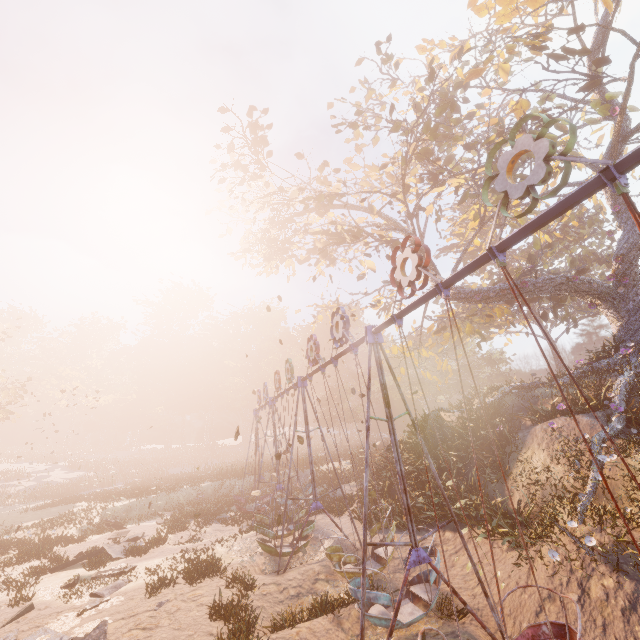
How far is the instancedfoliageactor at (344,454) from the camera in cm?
3348

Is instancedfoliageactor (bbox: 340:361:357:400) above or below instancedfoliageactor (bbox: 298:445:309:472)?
above

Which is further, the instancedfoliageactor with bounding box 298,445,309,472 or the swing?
the instancedfoliageactor with bounding box 298,445,309,472

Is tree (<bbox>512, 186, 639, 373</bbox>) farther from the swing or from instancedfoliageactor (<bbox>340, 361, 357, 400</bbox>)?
instancedfoliageactor (<bbox>340, 361, 357, 400</bbox>)

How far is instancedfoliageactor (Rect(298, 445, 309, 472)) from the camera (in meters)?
27.73

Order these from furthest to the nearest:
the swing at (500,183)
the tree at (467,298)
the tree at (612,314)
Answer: the tree at (467,298) → the tree at (612,314) → the swing at (500,183)

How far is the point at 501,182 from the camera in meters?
4.2 m

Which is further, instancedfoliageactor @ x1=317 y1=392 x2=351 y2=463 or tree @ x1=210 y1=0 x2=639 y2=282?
instancedfoliageactor @ x1=317 y1=392 x2=351 y2=463
